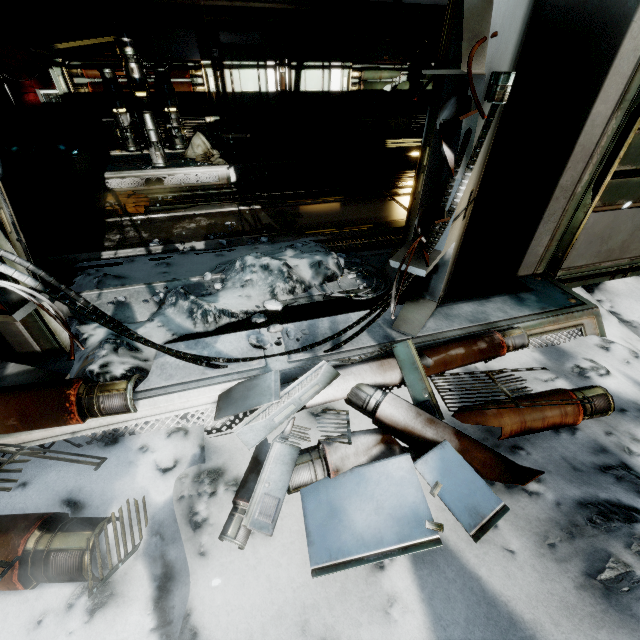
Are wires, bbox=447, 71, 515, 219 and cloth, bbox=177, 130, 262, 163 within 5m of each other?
no

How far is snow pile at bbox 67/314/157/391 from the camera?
2.5 meters

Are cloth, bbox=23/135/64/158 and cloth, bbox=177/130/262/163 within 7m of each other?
yes

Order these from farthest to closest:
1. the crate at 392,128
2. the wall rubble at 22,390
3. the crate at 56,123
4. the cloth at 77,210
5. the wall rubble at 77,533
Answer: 1. the crate at 392,128
2. the crate at 56,123
3. the cloth at 77,210
4. the wall rubble at 22,390
5. the wall rubble at 77,533

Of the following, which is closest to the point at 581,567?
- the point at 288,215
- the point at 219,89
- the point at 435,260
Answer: the point at 435,260

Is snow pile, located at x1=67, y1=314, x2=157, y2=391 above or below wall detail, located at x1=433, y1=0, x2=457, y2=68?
below

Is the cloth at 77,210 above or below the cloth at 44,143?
below

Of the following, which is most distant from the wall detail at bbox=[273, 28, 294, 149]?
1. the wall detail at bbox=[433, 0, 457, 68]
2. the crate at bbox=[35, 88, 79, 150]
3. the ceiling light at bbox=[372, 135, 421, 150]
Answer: the wall detail at bbox=[433, 0, 457, 68]
